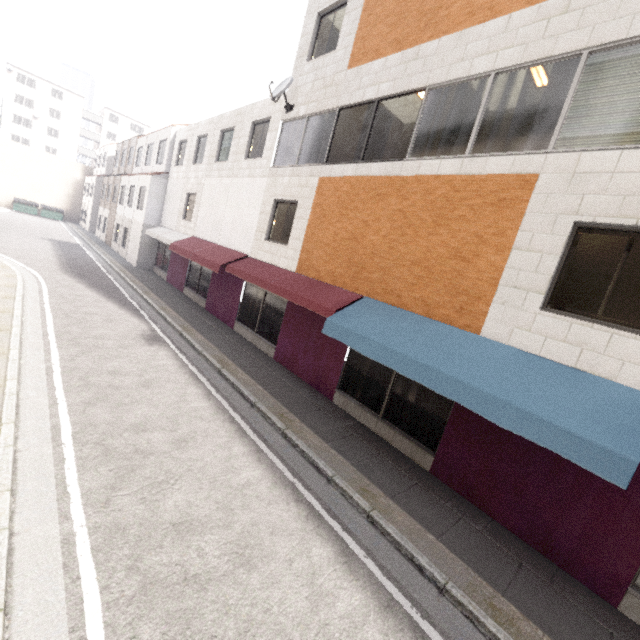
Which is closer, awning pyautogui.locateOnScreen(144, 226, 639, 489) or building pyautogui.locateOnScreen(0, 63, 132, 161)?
awning pyautogui.locateOnScreen(144, 226, 639, 489)

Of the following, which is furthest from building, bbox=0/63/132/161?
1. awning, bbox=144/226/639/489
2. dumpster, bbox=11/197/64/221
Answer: awning, bbox=144/226/639/489

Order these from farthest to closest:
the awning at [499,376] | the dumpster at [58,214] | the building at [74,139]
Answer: the building at [74,139], the dumpster at [58,214], the awning at [499,376]

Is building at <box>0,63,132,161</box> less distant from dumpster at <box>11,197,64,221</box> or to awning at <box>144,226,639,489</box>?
dumpster at <box>11,197,64,221</box>

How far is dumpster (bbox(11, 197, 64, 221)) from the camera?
35.2 meters

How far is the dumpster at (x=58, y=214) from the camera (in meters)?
35.19

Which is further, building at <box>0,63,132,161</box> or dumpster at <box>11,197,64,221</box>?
building at <box>0,63,132,161</box>

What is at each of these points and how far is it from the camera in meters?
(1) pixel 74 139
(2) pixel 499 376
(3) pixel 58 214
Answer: (1) building, 55.7
(2) awning, 5.1
(3) dumpster, 37.6
